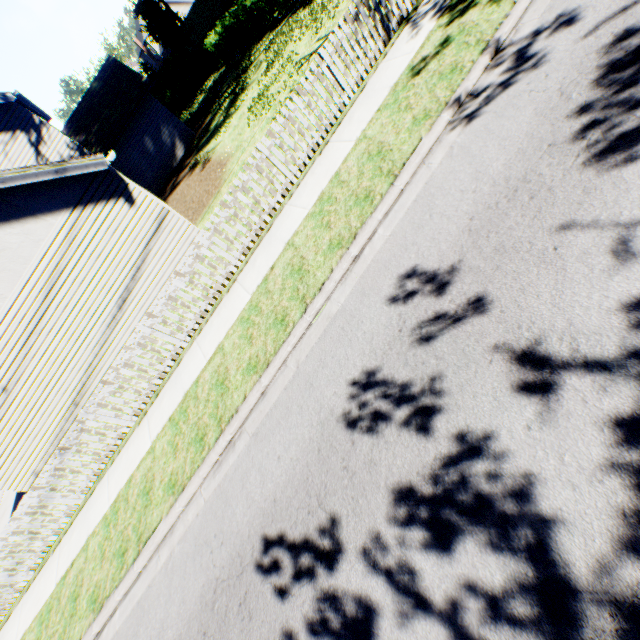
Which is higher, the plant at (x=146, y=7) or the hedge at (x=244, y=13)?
the plant at (x=146, y=7)

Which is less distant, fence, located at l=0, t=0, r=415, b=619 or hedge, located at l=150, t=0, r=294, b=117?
→ fence, located at l=0, t=0, r=415, b=619

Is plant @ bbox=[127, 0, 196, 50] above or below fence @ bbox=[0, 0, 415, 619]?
above

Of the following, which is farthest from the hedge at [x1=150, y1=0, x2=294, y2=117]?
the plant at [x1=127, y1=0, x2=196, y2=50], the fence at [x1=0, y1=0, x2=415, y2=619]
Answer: the fence at [x1=0, y1=0, x2=415, y2=619]

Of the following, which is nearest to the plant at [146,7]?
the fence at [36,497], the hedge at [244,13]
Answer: the hedge at [244,13]

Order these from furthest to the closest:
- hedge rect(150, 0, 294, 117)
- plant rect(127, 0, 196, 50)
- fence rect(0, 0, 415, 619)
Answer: plant rect(127, 0, 196, 50)
hedge rect(150, 0, 294, 117)
fence rect(0, 0, 415, 619)

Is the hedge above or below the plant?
below

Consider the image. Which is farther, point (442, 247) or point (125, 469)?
point (125, 469)
